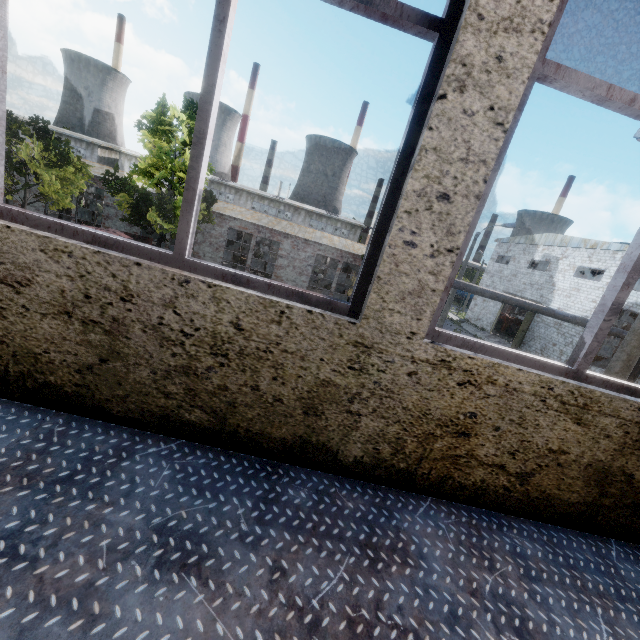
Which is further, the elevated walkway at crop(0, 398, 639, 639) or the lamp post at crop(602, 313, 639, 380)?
the lamp post at crop(602, 313, 639, 380)

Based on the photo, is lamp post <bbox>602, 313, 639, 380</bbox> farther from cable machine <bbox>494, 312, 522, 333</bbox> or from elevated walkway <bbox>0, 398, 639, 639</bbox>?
cable machine <bbox>494, 312, 522, 333</bbox>

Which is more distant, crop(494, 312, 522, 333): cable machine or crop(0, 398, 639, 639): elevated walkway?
crop(494, 312, 522, 333): cable machine

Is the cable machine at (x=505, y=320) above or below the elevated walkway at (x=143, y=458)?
below

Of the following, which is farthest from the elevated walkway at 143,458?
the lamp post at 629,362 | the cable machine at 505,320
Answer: the cable machine at 505,320

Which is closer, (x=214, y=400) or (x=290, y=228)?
(x=214, y=400)

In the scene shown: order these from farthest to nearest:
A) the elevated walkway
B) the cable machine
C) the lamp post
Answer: the cable machine < the lamp post < the elevated walkway
